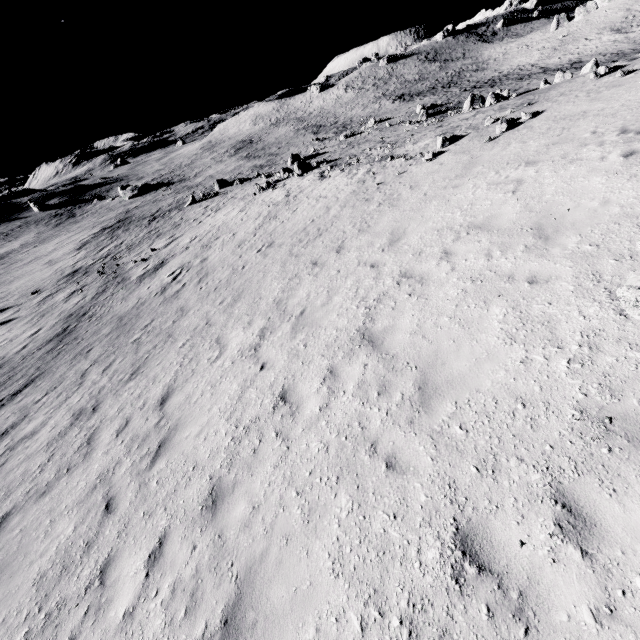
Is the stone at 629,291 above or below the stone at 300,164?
above

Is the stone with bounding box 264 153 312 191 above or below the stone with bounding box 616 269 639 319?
below

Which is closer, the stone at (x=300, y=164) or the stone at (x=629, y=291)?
the stone at (x=629, y=291)

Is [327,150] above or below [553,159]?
below

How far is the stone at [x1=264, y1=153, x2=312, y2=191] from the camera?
28.60m

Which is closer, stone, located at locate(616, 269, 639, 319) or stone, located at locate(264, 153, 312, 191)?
stone, located at locate(616, 269, 639, 319)
